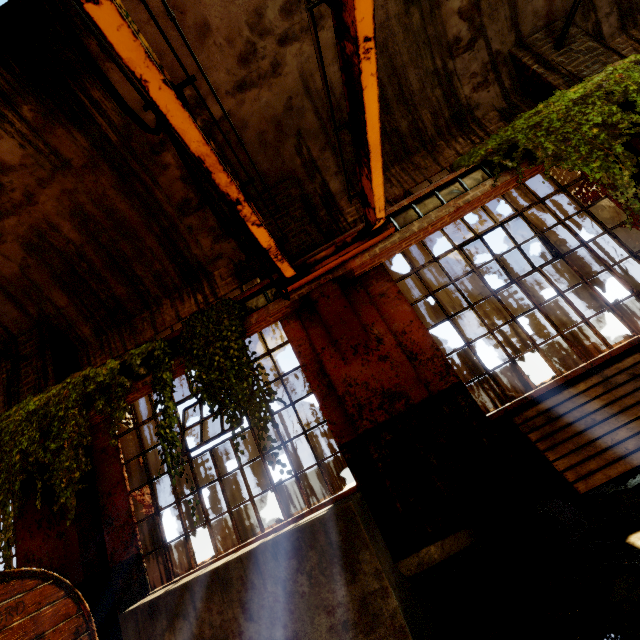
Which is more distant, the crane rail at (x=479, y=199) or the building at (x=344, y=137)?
the building at (x=344, y=137)

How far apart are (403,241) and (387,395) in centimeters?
204cm

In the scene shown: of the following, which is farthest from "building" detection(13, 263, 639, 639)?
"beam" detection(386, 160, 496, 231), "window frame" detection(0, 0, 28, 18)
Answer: "beam" detection(386, 160, 496, 231)

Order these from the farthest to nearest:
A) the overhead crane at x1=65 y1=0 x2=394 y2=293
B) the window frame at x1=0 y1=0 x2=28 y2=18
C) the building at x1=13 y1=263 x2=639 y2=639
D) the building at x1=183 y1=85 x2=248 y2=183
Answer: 1. the building at x1=183 y1=85 x2=248 y2=183
2. the window frame at x1=0 y1=0 x2=28 y2=18
3. the building at x1=13 y1=263 x2=639 y2=639
4. the overhead crane at x1=65 y1=0 x2=394 y2=293

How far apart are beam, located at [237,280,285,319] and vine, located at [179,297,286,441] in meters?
0.0 m

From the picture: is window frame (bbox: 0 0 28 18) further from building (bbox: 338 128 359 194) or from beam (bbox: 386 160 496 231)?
beam (bbox: 386 160 496 231)

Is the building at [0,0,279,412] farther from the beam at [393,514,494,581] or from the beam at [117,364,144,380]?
the beam at [117,364,144,380]

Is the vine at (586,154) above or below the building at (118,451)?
above
